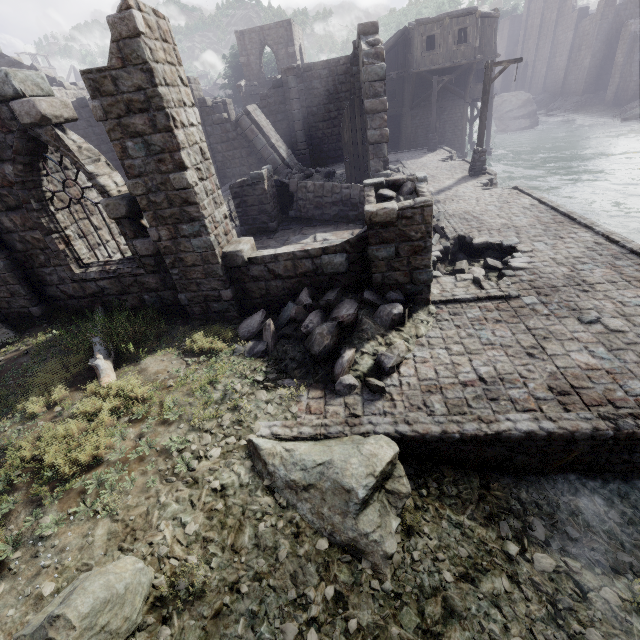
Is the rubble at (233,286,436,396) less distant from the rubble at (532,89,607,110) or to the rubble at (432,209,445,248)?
the rubble at (432,209,445,248)

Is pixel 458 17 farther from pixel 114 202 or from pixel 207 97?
pixel 114 202

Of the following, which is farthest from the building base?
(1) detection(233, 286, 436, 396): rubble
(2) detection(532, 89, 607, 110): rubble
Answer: (2) detection(532, 89, 607, 110): rubble

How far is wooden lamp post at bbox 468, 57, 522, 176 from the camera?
14.61m

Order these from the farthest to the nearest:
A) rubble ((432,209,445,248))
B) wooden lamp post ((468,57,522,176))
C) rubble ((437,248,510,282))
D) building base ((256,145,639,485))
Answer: wooden lamp post ((468,57,522,176))
rubble ((432,209,445,248))
rubble ((437,248,510,282))
building base ((256,145,639,485))

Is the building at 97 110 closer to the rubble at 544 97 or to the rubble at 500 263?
the rubble at 544 97

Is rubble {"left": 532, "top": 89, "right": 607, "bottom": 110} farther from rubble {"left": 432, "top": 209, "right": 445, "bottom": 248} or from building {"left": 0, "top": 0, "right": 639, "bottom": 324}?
rubble {"left": 432, "top": 209, "right": 445, "bottom": 248}

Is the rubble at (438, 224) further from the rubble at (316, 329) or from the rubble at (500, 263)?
the rubble at (316, 329)
